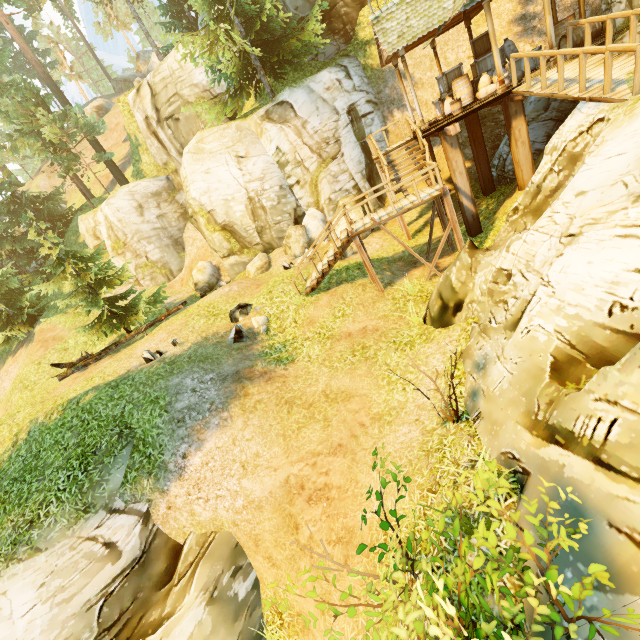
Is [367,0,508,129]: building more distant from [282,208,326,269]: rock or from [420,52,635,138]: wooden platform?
[282,208,326,269]: rock

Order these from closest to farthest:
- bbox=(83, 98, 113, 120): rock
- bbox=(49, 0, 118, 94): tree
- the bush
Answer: the bush → bbox=(83, 98, 113, 120): rock → bbox=(49, 0, 118, 94): tree

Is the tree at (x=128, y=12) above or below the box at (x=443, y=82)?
above

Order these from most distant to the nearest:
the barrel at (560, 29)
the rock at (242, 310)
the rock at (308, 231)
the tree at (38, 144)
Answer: the rock at (308, 231), the tree at (38, 144), the rock at (242, 310), the barrel at (560, 29)

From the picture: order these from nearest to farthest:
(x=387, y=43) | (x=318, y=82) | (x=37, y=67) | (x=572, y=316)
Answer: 1. (x=572, y=316)
2. (x=387, y=43)
3. (x=318, y=82)
4. (x=37, y=67)

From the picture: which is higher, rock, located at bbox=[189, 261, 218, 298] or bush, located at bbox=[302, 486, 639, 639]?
rock, located at bbox=[189, 261, 218, 298]

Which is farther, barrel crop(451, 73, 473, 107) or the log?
the log

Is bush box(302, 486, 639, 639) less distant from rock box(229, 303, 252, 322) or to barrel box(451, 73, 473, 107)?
rock box(229, 303, 252, 322)
